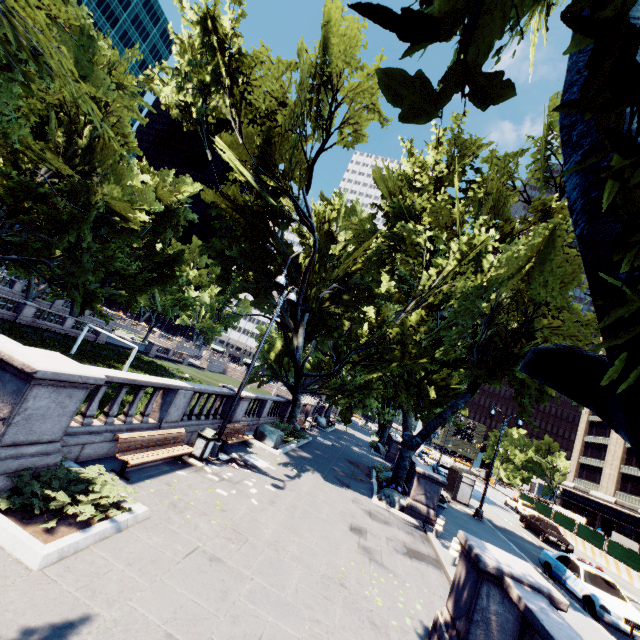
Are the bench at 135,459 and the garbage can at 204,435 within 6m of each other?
yes

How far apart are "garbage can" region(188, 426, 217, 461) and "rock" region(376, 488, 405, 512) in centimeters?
921cm

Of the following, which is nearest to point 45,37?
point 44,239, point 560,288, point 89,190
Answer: point 89,190

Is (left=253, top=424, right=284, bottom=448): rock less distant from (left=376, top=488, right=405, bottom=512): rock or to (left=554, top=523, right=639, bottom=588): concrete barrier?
(left=376, top=488, right=405, bottom=512): rock

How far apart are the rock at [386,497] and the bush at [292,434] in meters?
6.4

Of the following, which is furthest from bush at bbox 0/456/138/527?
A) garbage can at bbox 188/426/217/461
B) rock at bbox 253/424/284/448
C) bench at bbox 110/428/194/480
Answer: rock at bbox 253/424/284/448

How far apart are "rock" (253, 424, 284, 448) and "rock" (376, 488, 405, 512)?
5.7m

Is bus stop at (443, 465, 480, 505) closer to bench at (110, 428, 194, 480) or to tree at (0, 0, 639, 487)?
tree at (0, 0, 639, 487)
